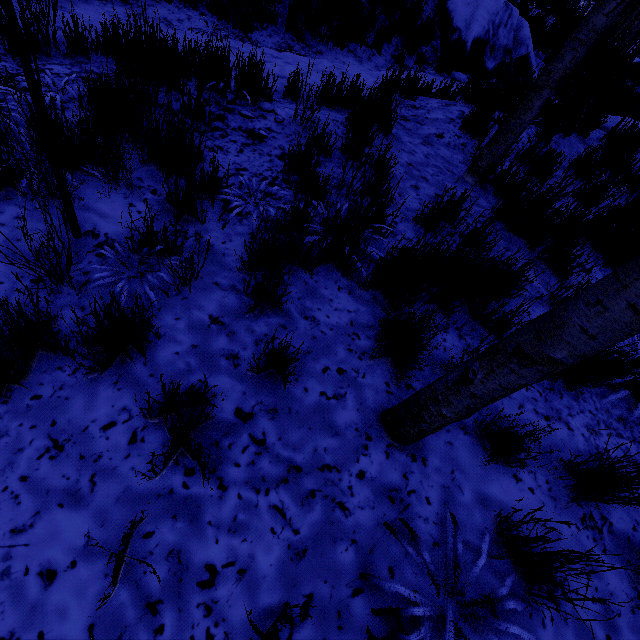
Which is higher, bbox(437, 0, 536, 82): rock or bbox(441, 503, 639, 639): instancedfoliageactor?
bbox(437, 0, 536, 82): rock

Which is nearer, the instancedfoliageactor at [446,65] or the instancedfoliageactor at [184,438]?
the instancedfoliageactor at [184,438]

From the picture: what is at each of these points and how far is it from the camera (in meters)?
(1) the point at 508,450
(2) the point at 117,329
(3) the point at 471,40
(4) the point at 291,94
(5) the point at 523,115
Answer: (1) instancedfoliageactor, 1.71
(2) instancedfoliageactor, 1.41
(3) rock, 7.15
(4) instancedfoliageactor, 4.44
(5) instancedfoliageactor, 3.23

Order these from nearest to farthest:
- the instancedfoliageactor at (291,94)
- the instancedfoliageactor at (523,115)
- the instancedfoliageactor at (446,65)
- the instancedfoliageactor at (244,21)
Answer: the instancedfoliageactor at (523,115) → the instancedfoliageactor at (291,94) → the instancedfoliageactor at (244,21) → the instancedfoliageactor at (446,65)

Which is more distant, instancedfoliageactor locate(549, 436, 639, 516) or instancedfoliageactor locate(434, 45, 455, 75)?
instancedfoliageactor locate(434, 45, 455, 75)

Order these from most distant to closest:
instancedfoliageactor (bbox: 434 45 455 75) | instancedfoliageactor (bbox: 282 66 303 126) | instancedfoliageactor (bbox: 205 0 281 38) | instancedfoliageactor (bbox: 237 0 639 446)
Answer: instancedfoliageactor (bbox: 434 45 455 75) < instancedfoliageactor (bbox: 205 0 281 38) < instancedfoliageactor (bbox: 282 66 303 126) < instancedfoliageactor (bbox: 237 0 639 446)
